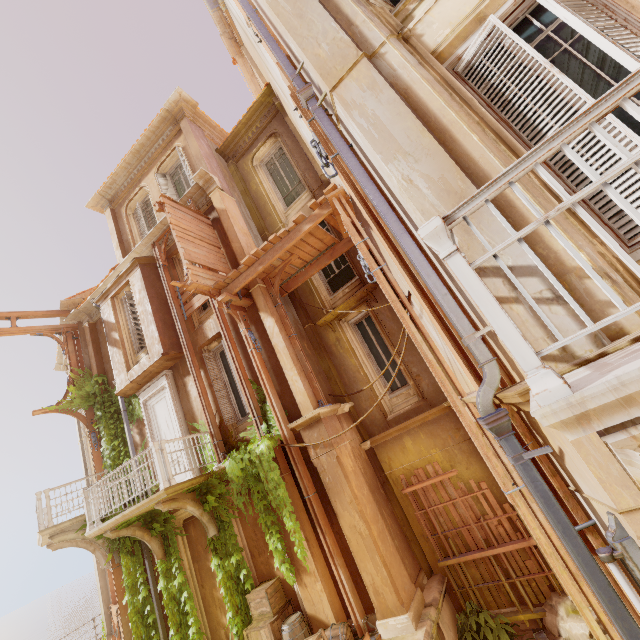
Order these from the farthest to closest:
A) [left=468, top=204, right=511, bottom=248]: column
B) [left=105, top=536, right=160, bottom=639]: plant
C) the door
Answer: the door
[left=105, top=536, right=160, bottom=639]: plant
[left=468, top=204, right=511, bottom=248]: column

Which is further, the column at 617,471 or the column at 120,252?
the column at 120,252

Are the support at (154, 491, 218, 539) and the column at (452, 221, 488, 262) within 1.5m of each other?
no

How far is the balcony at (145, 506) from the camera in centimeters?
755cm

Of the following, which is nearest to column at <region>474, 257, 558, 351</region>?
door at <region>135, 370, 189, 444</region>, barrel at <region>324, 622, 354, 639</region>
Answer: barrel at <region>324, 622, 354, 639</region>

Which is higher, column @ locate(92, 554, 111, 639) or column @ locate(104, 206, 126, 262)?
column @ locate(104, 206, 126, 262)

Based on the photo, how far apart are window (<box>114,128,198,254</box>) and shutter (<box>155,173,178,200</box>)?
0.0 meters

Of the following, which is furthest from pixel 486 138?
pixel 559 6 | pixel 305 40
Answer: pixel 305 40
